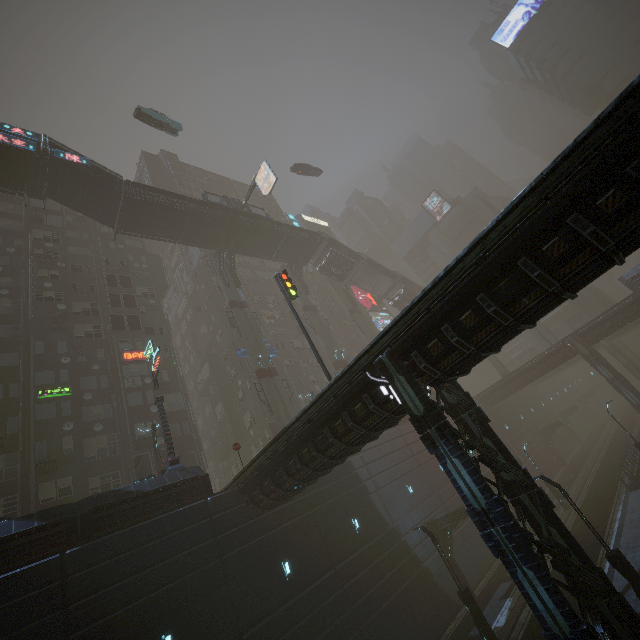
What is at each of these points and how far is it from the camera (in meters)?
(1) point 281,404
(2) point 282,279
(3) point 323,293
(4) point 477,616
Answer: (1) sm, 30.08
(2) traffic light, 21.09
(3) building, 58.31
(4) street light, 15.77

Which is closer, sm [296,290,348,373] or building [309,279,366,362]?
sm [296,290,348,373]

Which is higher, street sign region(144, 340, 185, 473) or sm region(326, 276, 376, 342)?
sm region(326, 276, 376, 342)

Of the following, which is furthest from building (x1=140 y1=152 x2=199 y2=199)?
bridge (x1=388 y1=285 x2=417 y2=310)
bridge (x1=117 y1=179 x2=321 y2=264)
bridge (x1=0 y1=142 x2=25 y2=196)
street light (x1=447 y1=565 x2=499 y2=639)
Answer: bridge (x1=388 y1=285 x2=417 y2=310)

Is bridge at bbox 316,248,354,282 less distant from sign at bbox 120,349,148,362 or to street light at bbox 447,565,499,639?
sign at bbox 120,349,148,362

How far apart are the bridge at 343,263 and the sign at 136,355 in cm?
2454

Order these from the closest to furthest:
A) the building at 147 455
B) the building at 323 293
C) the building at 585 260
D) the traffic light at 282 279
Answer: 1. the building at 585 260
2. the building at 147 455
3. the traffic light at 282 279
4. the building at 323 293

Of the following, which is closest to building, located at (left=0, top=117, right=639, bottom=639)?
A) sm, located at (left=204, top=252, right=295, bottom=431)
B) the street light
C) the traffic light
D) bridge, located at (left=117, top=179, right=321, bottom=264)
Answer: the traffic light
